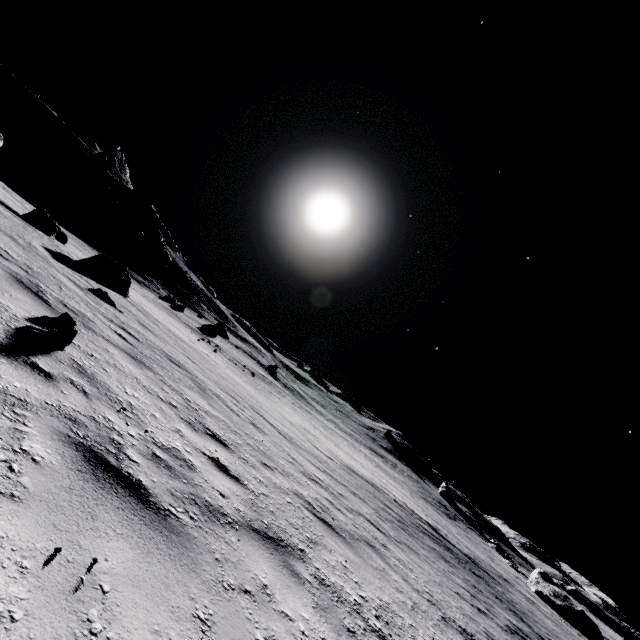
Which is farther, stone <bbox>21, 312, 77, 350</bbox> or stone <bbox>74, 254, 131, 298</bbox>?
stone <bbox>74, 254, 131, 298</bbox>

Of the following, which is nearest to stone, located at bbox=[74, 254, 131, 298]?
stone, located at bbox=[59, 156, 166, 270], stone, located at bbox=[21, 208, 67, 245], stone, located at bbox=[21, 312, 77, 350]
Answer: stone, located at bbox=[21, 208, 67, 245]

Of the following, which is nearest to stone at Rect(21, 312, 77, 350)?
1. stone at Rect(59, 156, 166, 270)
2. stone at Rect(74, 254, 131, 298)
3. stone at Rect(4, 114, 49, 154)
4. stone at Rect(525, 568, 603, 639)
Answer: stone at Rect(74, 254, 131, 298)

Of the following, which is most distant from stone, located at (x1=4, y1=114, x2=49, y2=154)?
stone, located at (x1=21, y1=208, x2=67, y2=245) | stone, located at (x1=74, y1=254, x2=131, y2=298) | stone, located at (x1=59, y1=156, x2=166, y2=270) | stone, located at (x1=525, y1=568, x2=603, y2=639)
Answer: stone, located at (x1=525, y1=568, x2=603, y2=639)

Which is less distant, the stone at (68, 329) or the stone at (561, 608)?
the stone at (68, 329)

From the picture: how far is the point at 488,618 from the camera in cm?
850

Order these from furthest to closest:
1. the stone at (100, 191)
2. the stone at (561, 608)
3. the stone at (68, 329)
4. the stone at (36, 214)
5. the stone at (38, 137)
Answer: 1. the stone at (100, 191)
2. the stone at (38, 137)
3. the stone at (561, 608)
4. the stone at (36, 214)
5. the stone at (68, 329)

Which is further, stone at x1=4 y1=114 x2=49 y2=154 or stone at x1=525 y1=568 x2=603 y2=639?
stone at x1=4 y1=114 x2=49 y2=154
